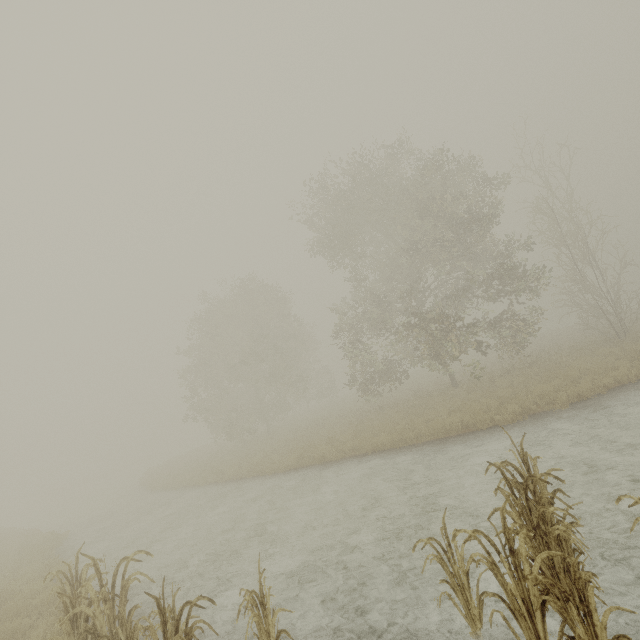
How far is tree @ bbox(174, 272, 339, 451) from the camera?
26.4 meters

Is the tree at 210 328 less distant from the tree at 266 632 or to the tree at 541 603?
the tree at 266 632

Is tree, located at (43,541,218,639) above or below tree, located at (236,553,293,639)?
above

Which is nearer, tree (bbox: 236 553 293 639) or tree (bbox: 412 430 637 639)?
tree (bbox: 412 430 637 639)

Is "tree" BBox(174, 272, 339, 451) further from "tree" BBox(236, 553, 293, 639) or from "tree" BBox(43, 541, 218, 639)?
"tree" BBox(236, 553, 293, 639)

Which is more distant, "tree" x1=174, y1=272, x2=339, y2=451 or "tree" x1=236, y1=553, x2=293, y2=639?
"tree" x1=174, y1=272, x2=339, y2=451

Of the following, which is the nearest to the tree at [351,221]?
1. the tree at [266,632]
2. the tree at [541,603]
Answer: the tree at [541,603]

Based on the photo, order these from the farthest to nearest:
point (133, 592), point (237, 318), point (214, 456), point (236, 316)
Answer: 1. point (236, 316)
2. point (237, 318)
3. point (214, 456)
4. point (133, 592)
